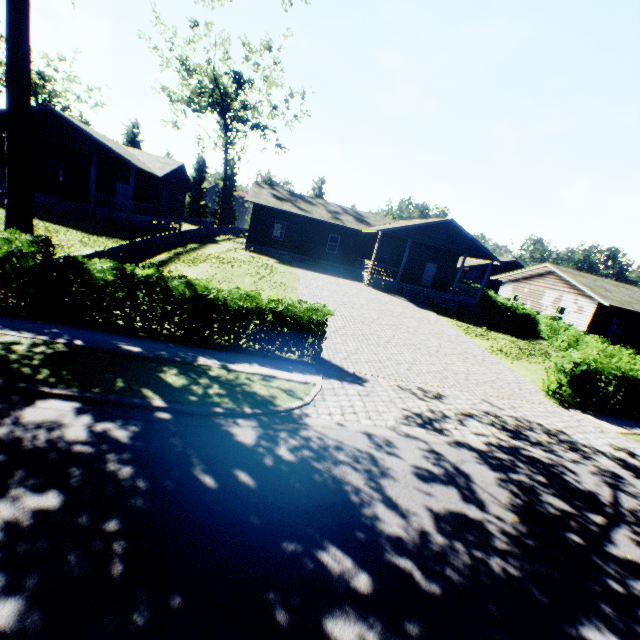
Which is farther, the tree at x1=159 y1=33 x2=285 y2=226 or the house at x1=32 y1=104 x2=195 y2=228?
the tree at x1=159 y1=33 x2=285 y2=226

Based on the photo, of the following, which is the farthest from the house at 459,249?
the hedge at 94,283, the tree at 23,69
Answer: the hedge at 94,283

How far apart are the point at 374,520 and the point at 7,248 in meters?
10.6 m

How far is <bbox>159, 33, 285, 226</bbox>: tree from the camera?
35.47m

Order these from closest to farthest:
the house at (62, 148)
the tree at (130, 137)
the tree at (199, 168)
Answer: the house at (62, 148)
the tree at (199, 168)
the tree at (130, 137)

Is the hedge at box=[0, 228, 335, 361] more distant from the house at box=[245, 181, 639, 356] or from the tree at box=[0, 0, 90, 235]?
the house at box=[245, 181, 639, 356]

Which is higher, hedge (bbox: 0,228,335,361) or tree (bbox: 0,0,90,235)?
tree (bbox: 0,0,90,235)
